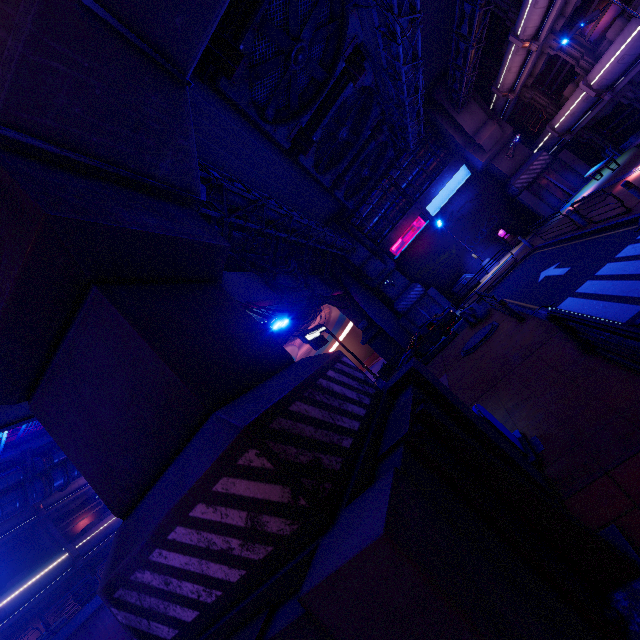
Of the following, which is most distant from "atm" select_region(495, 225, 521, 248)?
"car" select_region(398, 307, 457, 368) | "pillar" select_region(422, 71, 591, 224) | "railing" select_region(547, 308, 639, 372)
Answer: "railing" select_region(547, 308, 639, 372)

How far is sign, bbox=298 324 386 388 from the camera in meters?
22.4

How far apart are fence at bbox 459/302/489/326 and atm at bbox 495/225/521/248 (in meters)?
13.06

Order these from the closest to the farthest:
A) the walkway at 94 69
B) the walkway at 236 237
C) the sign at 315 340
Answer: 1. the walkway at 94 69
2. the walkway at 236 237
3. the sign at 315 340

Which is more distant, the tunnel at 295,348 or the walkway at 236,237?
the tunnel at 295,348

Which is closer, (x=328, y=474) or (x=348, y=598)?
(x=348, y=598)

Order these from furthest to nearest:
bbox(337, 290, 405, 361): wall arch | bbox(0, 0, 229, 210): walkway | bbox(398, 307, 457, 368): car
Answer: bbox(337, 290, 405, 361): wall arch
bbox(398, 307, 457, 368): car
bbox(0, 0, 229, 210): walkway

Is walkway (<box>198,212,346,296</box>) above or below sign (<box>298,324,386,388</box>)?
above
